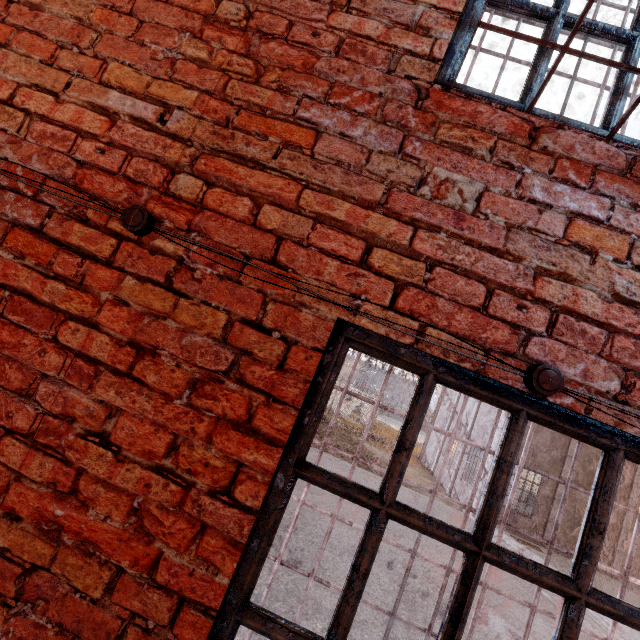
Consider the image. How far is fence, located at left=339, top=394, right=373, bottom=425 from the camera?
28.75m

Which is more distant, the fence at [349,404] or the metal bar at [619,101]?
the fence at [349,404]

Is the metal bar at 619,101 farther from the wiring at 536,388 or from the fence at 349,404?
the fence at 349,404

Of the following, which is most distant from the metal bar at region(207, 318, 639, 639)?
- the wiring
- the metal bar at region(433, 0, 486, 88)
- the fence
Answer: the fence

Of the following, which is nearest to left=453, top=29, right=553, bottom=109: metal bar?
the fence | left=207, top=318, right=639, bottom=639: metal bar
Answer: left=207, top=318, right=639, bottom=639: metal bar

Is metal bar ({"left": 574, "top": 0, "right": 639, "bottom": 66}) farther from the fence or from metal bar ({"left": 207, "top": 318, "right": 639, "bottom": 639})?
the fence

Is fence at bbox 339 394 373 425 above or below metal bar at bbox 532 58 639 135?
below

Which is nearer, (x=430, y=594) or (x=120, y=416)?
(x=120, y=416)
